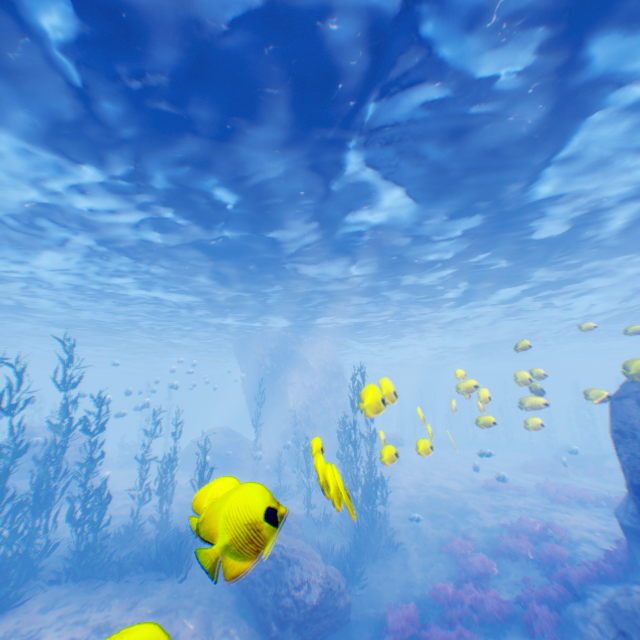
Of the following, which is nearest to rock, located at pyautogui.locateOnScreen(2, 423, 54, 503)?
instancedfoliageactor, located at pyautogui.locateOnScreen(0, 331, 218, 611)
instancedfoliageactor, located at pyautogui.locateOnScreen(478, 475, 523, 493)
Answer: instancedfoliageactor, located at pyautogui.locateOnScreen(0, 331, 218, 611)

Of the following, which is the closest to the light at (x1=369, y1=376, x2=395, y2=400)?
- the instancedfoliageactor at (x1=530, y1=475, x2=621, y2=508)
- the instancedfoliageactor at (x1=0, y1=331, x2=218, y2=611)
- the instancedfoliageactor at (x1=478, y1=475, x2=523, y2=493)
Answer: the instancedfoliageactor at (x1=0, y1=331, x2=218, y2=611)

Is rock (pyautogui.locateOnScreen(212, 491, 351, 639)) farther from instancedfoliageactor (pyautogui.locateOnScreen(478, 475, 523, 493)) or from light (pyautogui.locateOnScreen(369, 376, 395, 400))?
instancedfoliageactor (pyautogui.locateOnScreen(478, 475, 523, 493))

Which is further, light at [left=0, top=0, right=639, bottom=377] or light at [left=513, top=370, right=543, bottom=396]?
light at [left=513, top=370, right=543, bottom=396]

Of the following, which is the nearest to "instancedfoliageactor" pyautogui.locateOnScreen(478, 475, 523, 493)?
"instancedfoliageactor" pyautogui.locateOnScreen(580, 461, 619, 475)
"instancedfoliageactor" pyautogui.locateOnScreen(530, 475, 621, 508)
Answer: "instancedfoliageactor" pyautogui.locateOnScreen(530, 475, 621, 508)

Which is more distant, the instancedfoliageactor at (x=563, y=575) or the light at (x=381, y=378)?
the instancedfoliageactor at (x=563, y=575)

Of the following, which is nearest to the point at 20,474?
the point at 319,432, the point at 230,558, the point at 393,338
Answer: the point at 319,432

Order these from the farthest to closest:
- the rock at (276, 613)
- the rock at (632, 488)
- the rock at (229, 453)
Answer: the rock at (229, 453) → the rock at (632, 488) → the rock at (276, 613)
